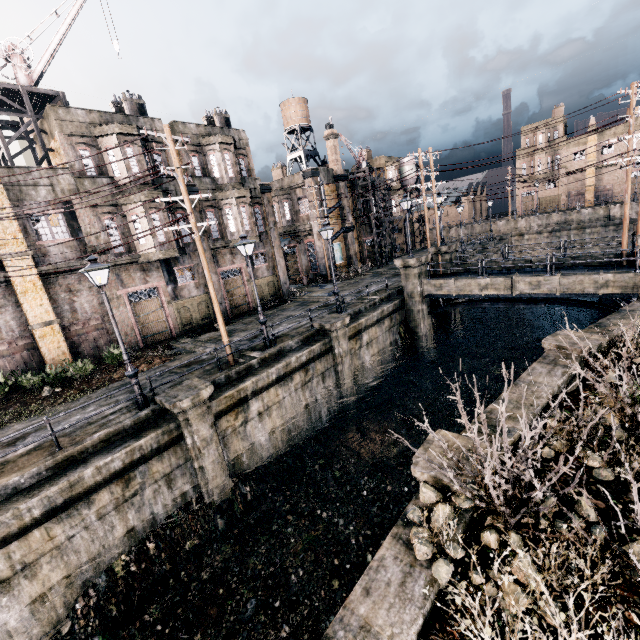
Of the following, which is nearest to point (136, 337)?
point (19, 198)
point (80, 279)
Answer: point (80, 279)

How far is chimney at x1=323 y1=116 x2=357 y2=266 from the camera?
36.6m

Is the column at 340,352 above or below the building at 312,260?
below

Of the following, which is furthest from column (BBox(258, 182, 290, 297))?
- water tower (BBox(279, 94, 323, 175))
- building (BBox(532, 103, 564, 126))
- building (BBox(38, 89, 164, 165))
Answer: building (BBox(532, 103, 564, 126))

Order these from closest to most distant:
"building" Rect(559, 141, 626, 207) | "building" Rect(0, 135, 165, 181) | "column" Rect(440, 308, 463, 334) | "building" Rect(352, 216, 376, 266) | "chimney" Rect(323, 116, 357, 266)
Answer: "building" Rect(0, 135, 165, 181) < "column" Rect(440, 308, 463, 334) < "chimney" Rect(323, 116, 357, 266) < "building" Rect(352, 216, 376, 266) < "building" Rect(559, 141, 626, 207)

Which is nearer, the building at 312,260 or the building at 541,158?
the building at 312,260

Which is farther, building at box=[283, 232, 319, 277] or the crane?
building at box=[283, 232, 319, 277]

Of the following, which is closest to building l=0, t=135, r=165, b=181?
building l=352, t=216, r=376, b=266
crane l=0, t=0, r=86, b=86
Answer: crane l=0, t=0, r=86, b=86
